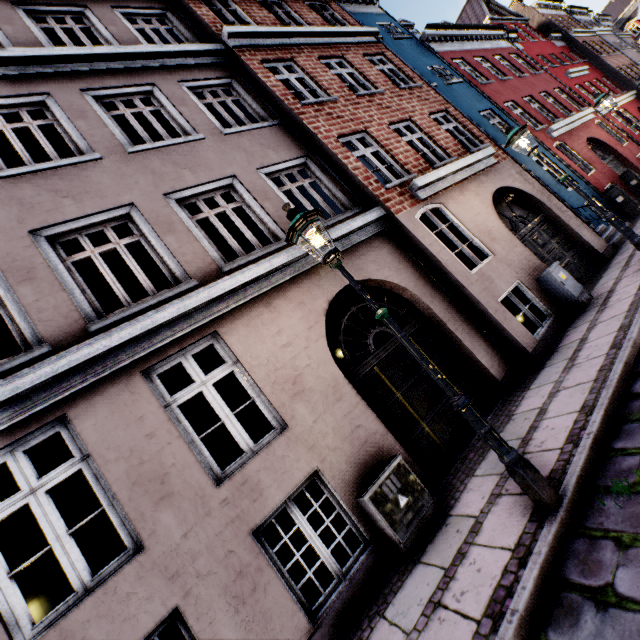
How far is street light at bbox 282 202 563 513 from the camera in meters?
2.9

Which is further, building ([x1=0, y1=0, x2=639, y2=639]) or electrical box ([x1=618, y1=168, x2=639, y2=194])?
electrical box ([x1=618, y1=168, x2=639, y2=194])

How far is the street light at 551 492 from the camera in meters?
2.9 m

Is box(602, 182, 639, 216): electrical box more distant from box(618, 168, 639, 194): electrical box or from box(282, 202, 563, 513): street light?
box(618, 168, 639, 194): electrical box

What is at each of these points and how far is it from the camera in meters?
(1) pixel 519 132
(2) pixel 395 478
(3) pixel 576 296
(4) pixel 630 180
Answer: (1) street light, 6.5 m
(2) electrical box, 4.2 m
(3) electrical box, 6.8 m
(4) electrical box, 12.5 m

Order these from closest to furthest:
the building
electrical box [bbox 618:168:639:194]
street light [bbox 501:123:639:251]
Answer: the building
street light [bbox 501:123:639:251]
electrical box [bbox 618:168:639:194]

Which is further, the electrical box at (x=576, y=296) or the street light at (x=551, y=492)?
the electrical box at (x=576, y=296)

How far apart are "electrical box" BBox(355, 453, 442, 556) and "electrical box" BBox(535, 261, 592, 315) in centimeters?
535cm
